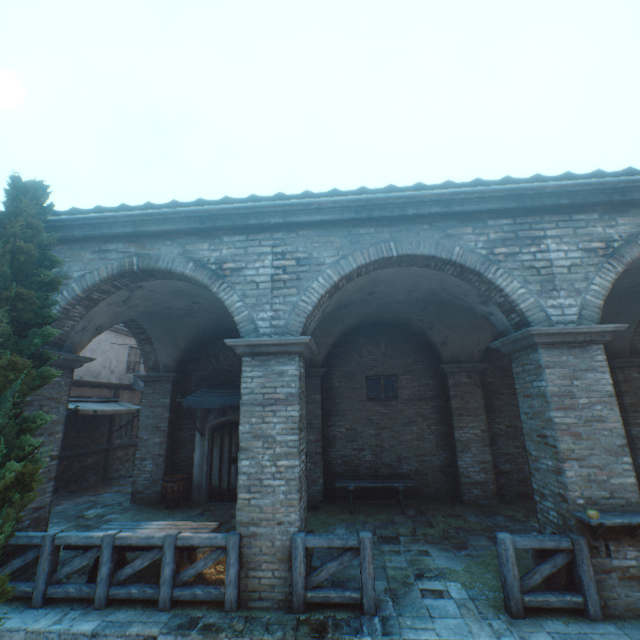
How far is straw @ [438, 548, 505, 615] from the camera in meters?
4.7 m

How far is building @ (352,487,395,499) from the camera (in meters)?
9.83

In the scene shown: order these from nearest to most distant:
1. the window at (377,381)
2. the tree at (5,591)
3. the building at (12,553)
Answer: the tree at (5,591)
the building at (12,553)
the window at (377,381)

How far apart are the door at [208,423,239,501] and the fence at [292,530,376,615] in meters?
5.7

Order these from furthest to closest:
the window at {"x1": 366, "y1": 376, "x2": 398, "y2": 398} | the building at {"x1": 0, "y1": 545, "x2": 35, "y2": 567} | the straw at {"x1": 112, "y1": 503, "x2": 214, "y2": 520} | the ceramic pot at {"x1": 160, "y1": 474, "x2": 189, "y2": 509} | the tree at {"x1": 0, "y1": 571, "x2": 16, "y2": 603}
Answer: the window at {"x1": 366, "y1": 376, "x2": 398, "y2": 398}, the ceramic pot at {"x1": 160, "y1": 474, "x2": 189, "y2": 509}, the straw at {"x1": 112, "y1": 503, "x2": 214, "y2": 520}, the building at {"x1": 0, "y1": 545, "x2": 35, "y2": 567}, the tree at {"x1": 0, "y1": 571, "x2": 16, "y2": 603}

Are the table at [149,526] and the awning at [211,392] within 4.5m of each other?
yes

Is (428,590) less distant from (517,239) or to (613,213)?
(517,239)

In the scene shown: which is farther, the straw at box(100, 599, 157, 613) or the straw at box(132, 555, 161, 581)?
the straw at box(132, 555, 161, 581)
